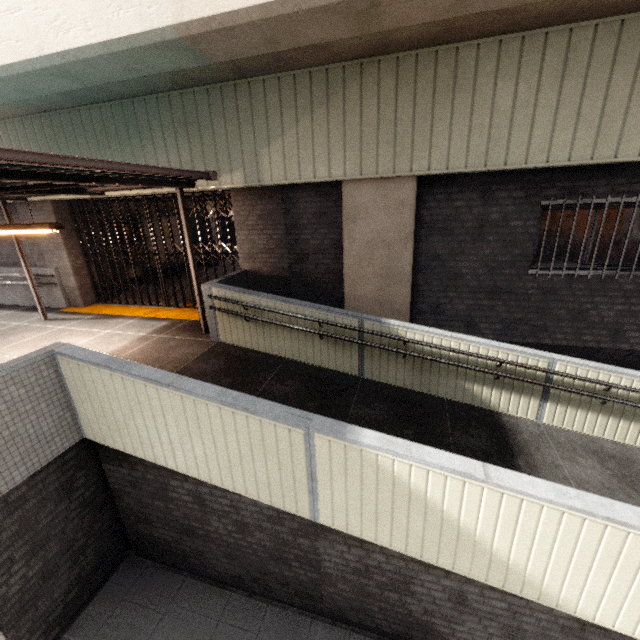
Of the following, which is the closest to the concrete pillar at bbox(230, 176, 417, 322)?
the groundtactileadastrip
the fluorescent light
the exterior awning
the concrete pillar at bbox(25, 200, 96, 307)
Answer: the groundtactileadastrip

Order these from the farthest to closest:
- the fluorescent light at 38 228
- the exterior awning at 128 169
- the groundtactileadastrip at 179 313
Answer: the groundtactileadastrip at 179 313 < the fluorescent light at 38 228 < the exterior awning at 128 169

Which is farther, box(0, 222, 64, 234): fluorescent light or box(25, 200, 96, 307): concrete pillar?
box(25, 200, 96, 307): concrete pillar

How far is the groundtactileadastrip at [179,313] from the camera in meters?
8.3

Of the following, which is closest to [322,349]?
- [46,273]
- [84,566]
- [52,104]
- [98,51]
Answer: [84,566]

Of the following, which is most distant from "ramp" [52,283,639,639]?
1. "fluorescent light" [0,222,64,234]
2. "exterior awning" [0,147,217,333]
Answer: "fluorescent light" [0,222,64,234]

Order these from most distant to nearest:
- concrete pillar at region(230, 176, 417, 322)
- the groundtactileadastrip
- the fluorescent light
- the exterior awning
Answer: the groundtactileadastrip
concrete pillar at region(230, 176, 417, 322)
the fluorescent light
the exterior awning

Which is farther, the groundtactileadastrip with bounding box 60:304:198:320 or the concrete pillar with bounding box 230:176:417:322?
the groundtactileadastrip with bounding box 60:304:198:320
